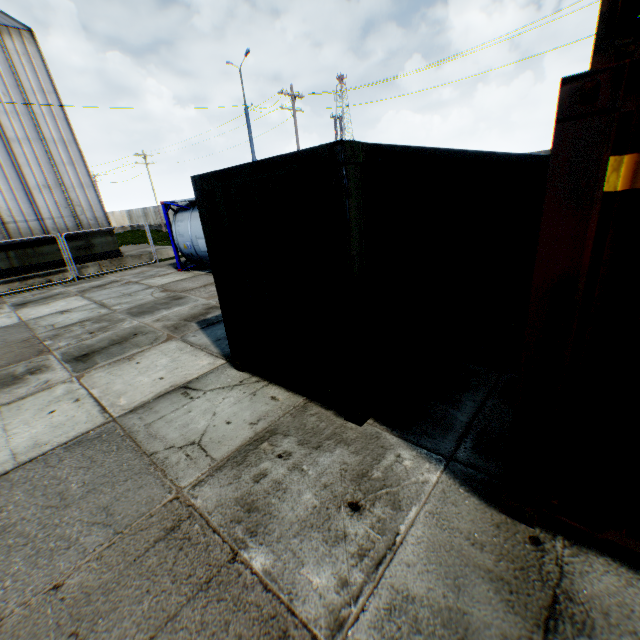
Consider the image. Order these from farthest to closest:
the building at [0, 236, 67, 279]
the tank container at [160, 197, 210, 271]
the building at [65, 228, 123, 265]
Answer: the building at [65, 228, 123, 265]
the building at [0, 236, 67, 279]
the tank container at [160, 197, 210, 271]

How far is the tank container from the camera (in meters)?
12.55

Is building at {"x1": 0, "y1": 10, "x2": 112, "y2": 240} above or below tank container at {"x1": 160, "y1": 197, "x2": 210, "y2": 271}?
above

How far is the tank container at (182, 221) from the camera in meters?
12.6 m

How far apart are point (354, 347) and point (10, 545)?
3.6m

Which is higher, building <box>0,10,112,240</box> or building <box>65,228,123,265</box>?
building <box>0,10,112,240</box>

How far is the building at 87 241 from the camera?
16.53m

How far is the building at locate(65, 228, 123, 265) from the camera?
16.53m
